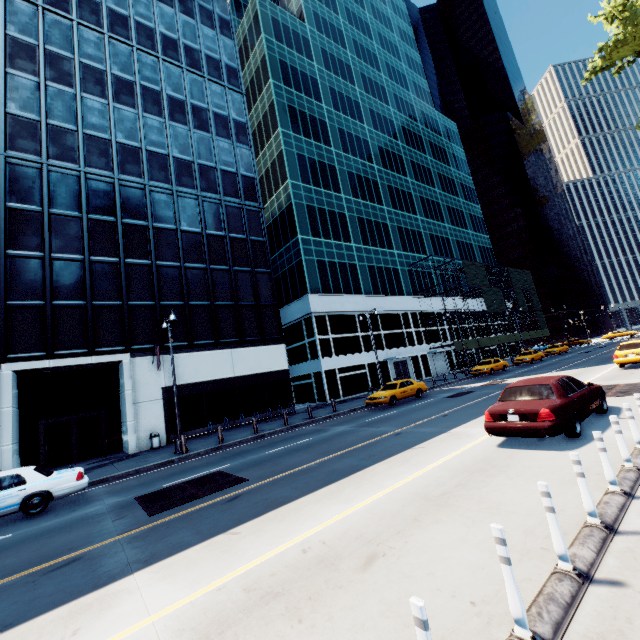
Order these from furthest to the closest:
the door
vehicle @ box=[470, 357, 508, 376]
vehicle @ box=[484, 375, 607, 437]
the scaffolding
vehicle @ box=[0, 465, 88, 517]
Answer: the scaffolding → the door → vehicle @ box=[470, 357, 508, 376] → vehicle @ box=[0, 465, 88, 517] → vehicle @ box=[484, 375, 607, 437]

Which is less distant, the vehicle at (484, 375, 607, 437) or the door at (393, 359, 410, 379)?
the vehicle at (484, 375, 607, 437)

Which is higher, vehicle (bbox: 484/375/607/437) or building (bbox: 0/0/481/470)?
building (bbox: 0/0/481/470)

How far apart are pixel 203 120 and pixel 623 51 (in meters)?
29.58

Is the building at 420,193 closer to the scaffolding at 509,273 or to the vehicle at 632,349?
the vehicle at 632,349

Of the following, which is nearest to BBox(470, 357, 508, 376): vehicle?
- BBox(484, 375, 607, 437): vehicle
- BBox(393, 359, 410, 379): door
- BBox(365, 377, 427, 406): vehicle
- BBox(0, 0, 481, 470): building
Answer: BBox(393, 359, 410, 379): door

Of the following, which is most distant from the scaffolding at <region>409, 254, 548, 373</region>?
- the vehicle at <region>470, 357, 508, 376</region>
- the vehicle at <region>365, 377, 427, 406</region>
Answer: the vehicle at <region>365, 377, 427, 406</region>

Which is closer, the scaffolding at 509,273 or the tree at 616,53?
the tree at 616,53
